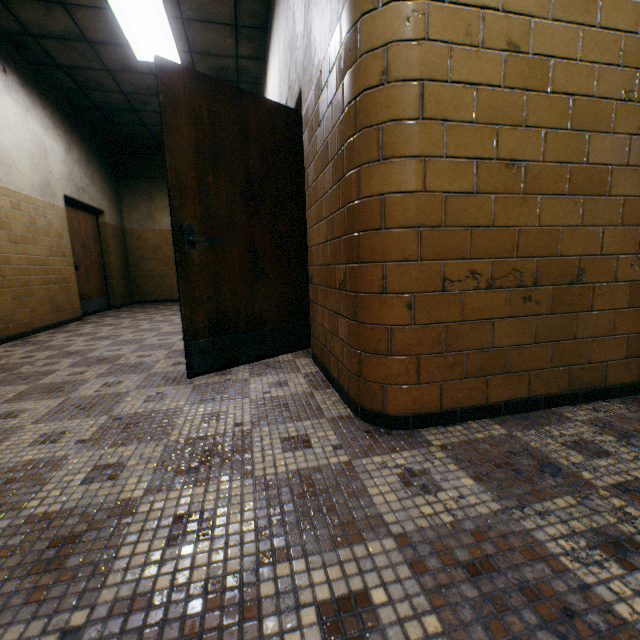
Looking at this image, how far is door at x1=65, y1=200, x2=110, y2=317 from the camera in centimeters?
615cm

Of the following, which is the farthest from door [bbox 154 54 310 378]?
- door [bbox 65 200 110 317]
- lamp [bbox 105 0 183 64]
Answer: door [bbox 65 200 110 317]

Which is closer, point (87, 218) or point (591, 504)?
point (591, 504)

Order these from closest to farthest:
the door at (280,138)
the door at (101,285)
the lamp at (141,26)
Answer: the door at (280,138) < the lamp at (141,26) < the door at (101,285)

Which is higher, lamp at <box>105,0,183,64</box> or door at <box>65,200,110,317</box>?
lamp at <box>105,0,183,64</box>

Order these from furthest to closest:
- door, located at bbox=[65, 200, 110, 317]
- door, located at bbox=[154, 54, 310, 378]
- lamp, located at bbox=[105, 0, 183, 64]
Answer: door, located at bbox=[65, 200, 110, 317], lamp, located at bbox=[105, 0, 183, 64], door, located at bbox=[154, 54, 310, 378]

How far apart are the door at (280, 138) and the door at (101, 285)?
4.48m
